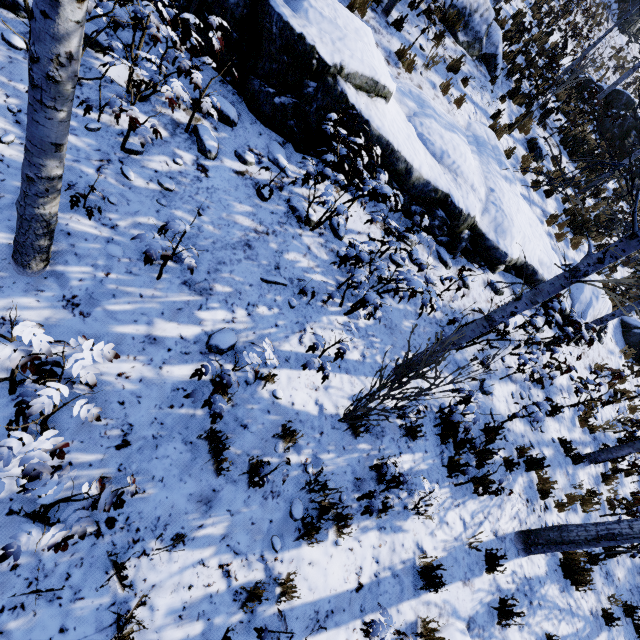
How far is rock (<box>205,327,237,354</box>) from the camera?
3.6m

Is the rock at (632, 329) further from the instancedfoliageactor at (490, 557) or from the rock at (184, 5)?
the instancedfoliageactor at (490, 557)

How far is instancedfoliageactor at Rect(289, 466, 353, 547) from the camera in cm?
333

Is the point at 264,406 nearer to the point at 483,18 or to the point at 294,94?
the point at 294,94

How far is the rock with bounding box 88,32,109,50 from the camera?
3.7m

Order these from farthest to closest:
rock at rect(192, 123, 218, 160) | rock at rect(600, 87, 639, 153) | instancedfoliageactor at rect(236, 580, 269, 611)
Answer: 1. rock at rect(600, 87, 639, 153)
2. rock at rect(192, 123, 218, 160)
3. instancedfoliageactor at rect(236, 580, 269, 611)

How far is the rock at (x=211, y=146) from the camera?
4.2 meters
